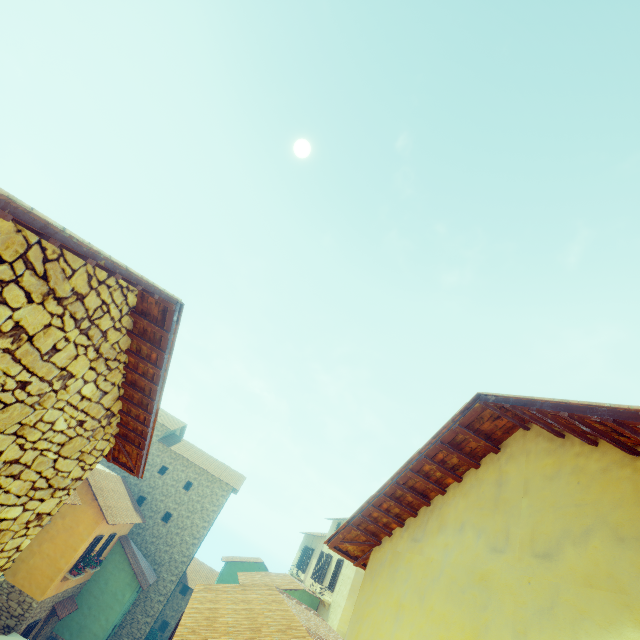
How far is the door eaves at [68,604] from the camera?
16.2 meters

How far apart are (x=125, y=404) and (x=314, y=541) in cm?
2785

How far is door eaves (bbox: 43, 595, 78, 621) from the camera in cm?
1617
